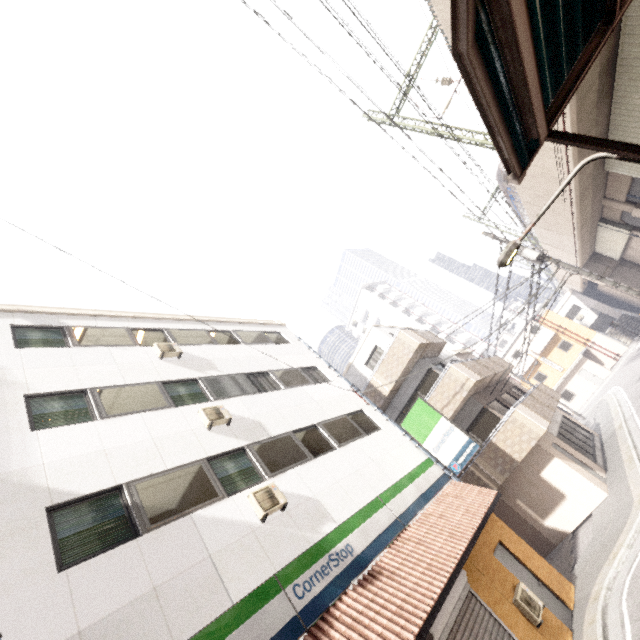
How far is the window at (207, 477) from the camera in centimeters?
612cm

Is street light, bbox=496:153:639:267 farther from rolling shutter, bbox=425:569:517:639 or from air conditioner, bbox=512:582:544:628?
air conditioner, bbox=512:582:544:628

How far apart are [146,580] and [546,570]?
11.1 meters

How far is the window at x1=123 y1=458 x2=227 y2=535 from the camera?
6.1m

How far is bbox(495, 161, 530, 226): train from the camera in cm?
2002

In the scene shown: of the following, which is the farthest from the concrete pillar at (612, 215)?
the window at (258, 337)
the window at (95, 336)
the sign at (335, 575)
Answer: the window at (95, 336)

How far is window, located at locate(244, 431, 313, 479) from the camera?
8.44m

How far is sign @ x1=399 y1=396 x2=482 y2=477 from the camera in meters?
11.3
